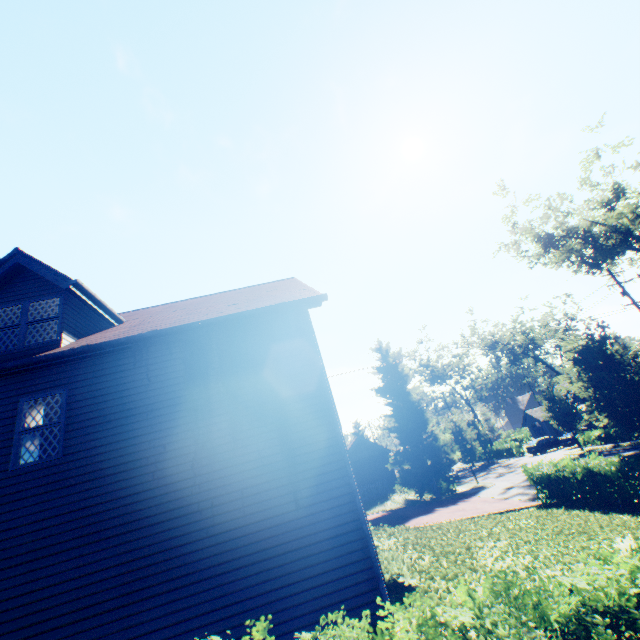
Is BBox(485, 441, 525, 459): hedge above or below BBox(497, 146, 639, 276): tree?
below

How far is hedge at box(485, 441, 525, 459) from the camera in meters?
42.6 m

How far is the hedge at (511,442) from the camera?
42.6 meters

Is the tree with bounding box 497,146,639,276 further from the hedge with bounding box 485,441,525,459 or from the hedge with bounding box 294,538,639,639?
the hedge with bounding box 294,538,639,639

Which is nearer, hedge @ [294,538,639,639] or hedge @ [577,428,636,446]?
hedge @ [294,538,639,639]

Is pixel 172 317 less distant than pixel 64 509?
No

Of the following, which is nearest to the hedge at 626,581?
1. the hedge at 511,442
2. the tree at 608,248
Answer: the tree at 608,248

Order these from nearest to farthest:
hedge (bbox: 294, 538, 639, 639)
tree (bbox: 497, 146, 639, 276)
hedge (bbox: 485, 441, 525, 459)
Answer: hedge (bbox: 294, 538, 639, 639) < tree (bbox: 497, 146, 639, 276) < hedge (bbox: 485, 441, 525, 459)
